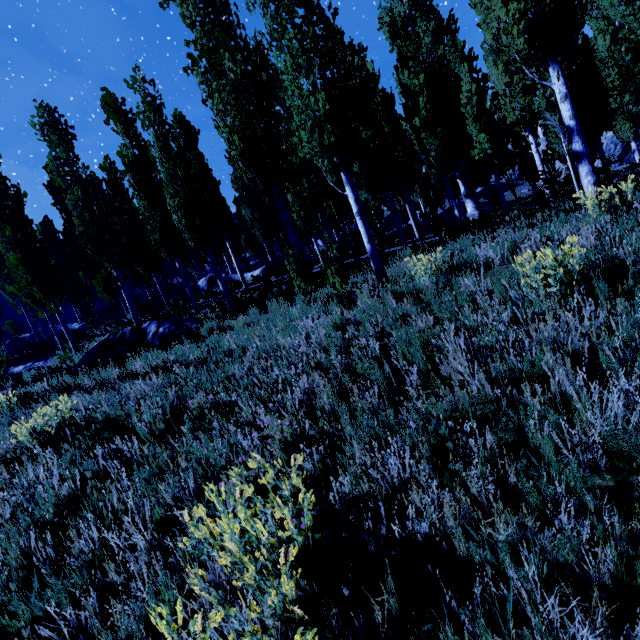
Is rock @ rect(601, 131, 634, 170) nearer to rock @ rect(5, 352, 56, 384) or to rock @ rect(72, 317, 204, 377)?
rock @ rect(72, 317, 204, 377)

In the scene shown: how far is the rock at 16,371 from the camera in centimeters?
1313cm

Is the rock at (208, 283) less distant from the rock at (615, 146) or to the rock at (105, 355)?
the rock at (105, 355)

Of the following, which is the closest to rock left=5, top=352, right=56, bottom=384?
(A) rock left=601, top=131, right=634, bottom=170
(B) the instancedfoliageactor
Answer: (B) the instancedfoliageactor

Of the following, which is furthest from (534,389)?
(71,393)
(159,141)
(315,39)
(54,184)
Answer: (54,184)

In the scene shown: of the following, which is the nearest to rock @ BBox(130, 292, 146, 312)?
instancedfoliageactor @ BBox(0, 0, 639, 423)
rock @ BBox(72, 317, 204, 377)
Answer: instancedfoliageactor @ BBox(0, 0, 639, 423)

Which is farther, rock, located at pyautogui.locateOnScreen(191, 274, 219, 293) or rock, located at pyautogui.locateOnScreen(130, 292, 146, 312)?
rock, located at pyautogui.locateOnScreen(130, 292, 146, 312)

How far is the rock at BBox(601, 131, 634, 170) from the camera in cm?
3319
